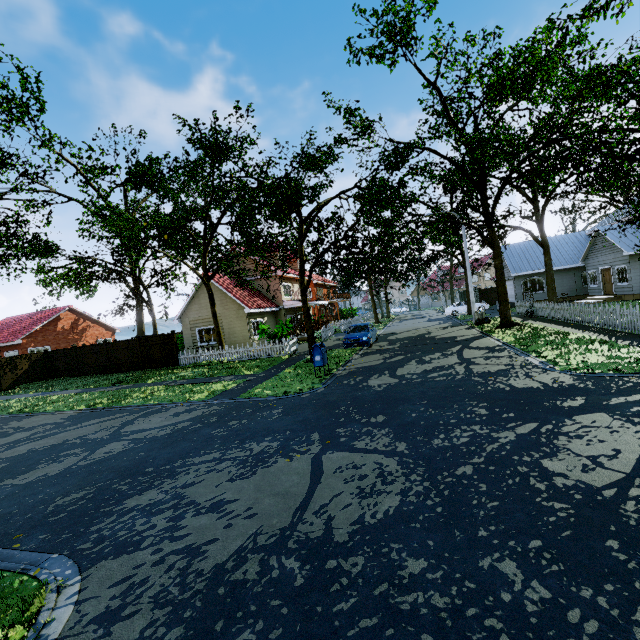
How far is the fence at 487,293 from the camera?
39.22m

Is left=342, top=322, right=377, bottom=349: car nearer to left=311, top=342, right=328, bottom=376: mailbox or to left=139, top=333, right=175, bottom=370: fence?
left=139, top=333, right=175, bottom=370: fence

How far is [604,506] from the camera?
3.5 meters

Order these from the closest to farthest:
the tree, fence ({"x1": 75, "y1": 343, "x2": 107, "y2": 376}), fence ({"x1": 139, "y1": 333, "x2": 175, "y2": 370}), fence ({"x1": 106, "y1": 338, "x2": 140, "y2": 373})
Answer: the tree < fence ({"x1": 139, "y1": 333, "x2": 175, "y2": 370}) < fence ({"x1": 106, "y1": 338, "x2": 140, "y2": 373}) < fence ({"x1": 75, "y1": 343, "x2": 107, "y2": 376})

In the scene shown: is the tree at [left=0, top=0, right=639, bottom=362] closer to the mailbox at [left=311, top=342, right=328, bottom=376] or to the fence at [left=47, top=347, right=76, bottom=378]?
the fence at [left=47, top=347, right=76, bottom=378]

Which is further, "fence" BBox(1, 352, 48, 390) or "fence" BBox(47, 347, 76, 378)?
"fence" BBox(47, 347, 76, 378)

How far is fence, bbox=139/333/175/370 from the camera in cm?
2162

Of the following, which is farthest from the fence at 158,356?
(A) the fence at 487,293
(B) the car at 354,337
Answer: (B) the car at 354,337
